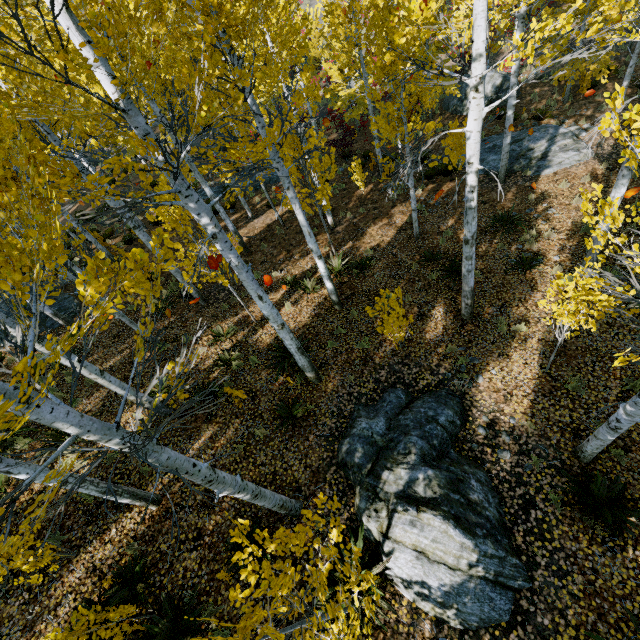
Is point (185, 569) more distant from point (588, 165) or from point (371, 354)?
point (588, 165)

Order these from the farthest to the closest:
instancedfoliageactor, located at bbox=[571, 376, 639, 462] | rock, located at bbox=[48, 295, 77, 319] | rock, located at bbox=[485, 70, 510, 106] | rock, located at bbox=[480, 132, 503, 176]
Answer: rock, located at bbox=[485, 70, 510, 106]
rock, located at bbox=[480, 132, 503, 176]
rock, located at bbox=[48, 295, 77, 319]
instancedfoliageactor, located at bbox=[571, 376, 639, 462]

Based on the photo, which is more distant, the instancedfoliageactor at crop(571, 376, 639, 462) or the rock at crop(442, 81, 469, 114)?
the rock at crop(442, 81, 469, 114)

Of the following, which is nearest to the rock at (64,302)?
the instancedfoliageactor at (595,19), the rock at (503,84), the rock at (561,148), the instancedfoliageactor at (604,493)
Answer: the instancedfoliageactor at (595,19)

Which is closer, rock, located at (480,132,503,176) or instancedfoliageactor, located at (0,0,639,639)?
instancedfoliageactor, located at (0,0,639,639)

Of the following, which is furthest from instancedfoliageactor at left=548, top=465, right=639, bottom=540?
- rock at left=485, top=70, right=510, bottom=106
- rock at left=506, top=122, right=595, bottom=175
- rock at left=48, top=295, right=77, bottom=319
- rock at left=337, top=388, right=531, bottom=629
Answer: rock at left=485, top=70, right=510, bottom=106

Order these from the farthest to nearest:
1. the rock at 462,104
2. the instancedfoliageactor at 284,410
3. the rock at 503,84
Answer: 1. the rock at 462,104
2. the rock at 503,84
3. the instancedfoliageactor at 284,410

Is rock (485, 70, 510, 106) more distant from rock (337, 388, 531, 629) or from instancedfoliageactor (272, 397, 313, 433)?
rock (337, 388, 531, 629)
